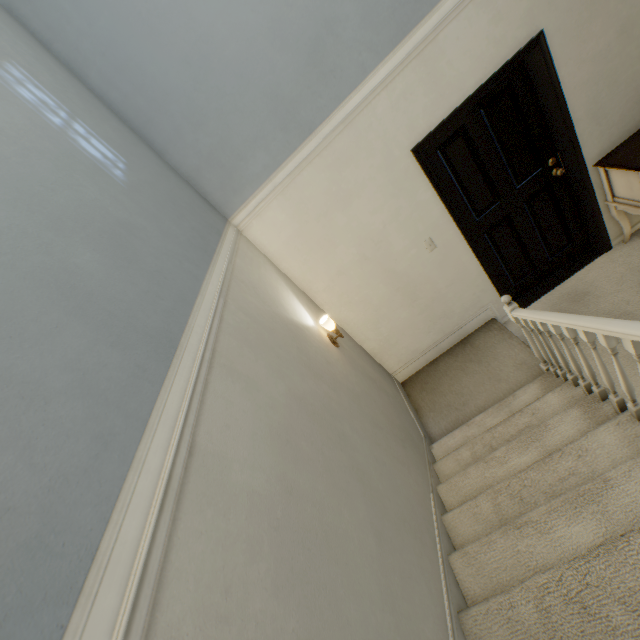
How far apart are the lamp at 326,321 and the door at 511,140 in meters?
1.4 m

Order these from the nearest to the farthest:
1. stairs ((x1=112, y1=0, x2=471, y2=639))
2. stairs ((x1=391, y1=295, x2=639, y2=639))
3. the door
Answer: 1. stairs ((x1=112, y1=0, x2=471, y2=639))
2. stairs ((x1=391, y1=295, x2=639, y2=639))
3. the door

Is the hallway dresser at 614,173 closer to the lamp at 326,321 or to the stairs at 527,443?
the stairs at 527,443

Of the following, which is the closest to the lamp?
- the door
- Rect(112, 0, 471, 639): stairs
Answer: Rect(112, 0, 471, 639): stairs

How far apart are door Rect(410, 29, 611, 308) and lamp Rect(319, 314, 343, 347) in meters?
1.4 m

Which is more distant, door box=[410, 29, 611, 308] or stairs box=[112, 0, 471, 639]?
door box=[410, 29, 611, 308]

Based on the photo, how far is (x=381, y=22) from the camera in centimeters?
209cm

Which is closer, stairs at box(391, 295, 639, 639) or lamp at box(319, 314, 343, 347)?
stairs at box(391, 295, 639, 639)
